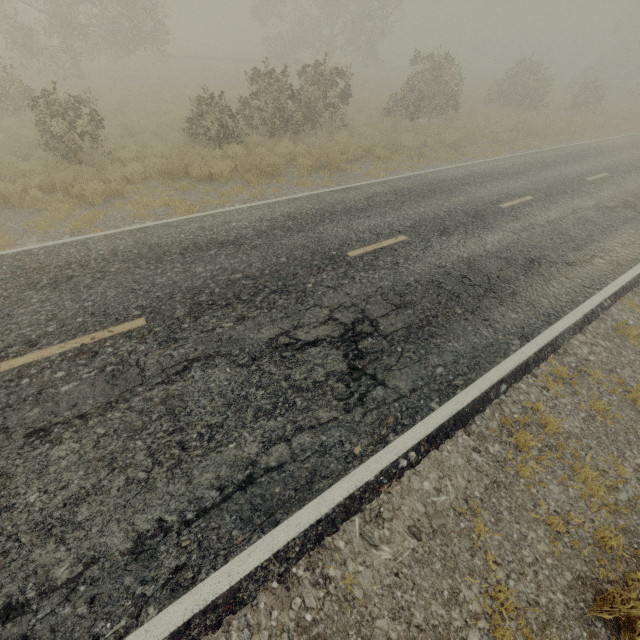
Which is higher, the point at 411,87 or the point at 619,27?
the point at 619,27

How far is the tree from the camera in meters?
25.5 m

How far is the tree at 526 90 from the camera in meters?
25.5 m
